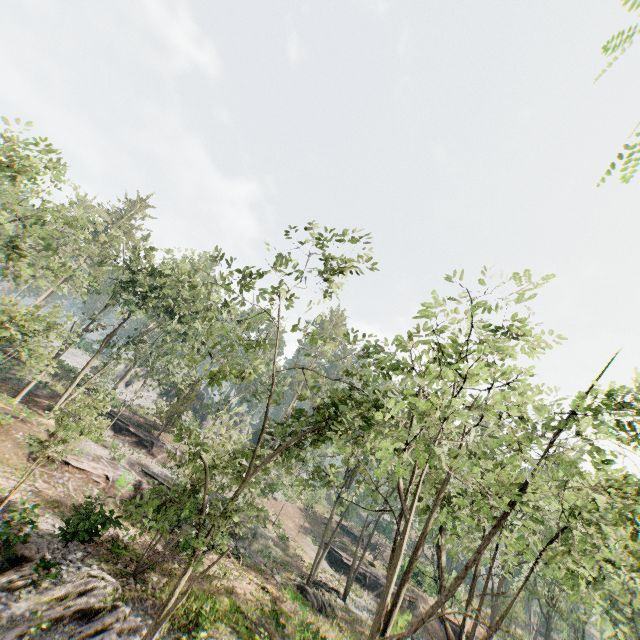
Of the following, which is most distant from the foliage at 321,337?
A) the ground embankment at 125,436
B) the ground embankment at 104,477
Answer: the ground embankment at 104,477

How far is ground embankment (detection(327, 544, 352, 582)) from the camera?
36.7 meters

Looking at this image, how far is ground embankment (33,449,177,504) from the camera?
20.8m

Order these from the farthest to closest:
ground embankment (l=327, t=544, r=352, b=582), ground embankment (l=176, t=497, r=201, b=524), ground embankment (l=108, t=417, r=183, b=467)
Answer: ground embankment (l=327, t=544, r=352, b=582) → ground embankment (l=108, t=417, r=183, b=467) → ground embankment (l=176, t=497, r=201, b=524)

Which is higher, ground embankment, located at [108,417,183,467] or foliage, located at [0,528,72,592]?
ground embankment, located at [108,417,183,467]

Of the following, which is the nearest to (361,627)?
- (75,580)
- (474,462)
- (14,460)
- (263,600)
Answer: (263,600)

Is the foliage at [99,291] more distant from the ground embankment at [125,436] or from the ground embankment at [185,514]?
the ground embankment at [185,514]
